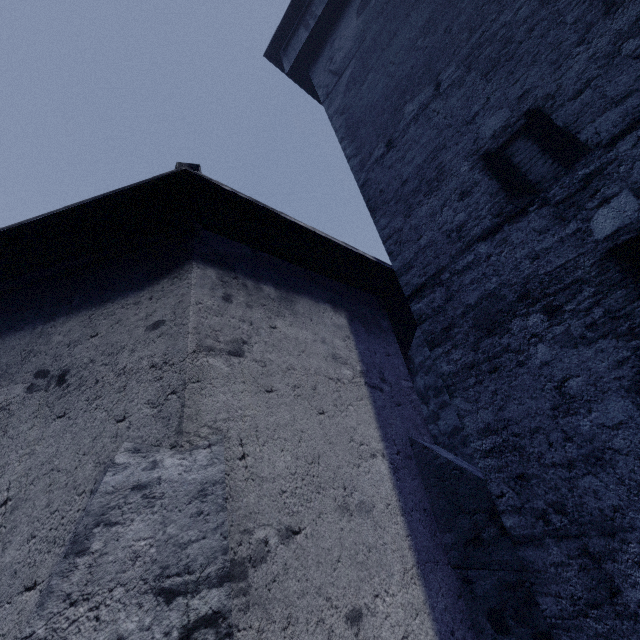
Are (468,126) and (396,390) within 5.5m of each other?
yes
